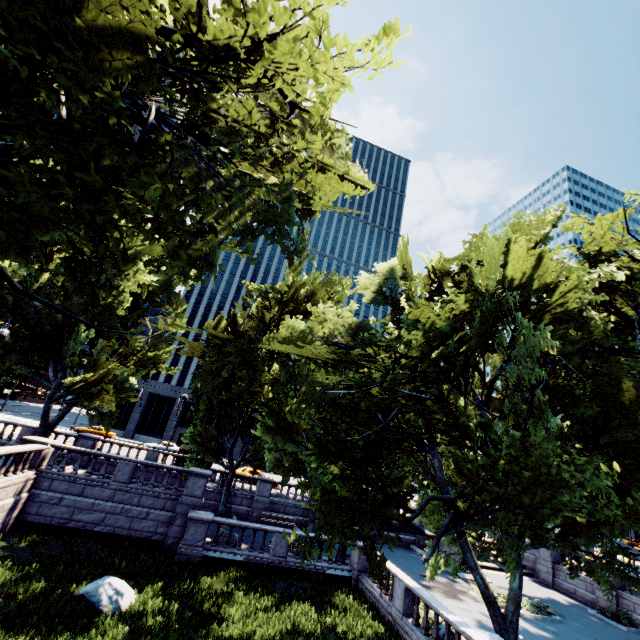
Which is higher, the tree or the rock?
the tree

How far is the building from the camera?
54.0m

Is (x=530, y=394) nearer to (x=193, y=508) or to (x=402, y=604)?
(x=402, y=604)

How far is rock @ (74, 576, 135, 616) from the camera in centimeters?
1162cm

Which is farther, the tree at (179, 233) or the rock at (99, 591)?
the rock at (99, 591)

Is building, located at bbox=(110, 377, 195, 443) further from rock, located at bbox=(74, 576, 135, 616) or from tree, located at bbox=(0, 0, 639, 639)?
rock, located at bbox=(74, 576, 135, 616)

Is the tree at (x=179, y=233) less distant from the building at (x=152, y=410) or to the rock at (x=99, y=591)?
the rock at (x=99, y=591)

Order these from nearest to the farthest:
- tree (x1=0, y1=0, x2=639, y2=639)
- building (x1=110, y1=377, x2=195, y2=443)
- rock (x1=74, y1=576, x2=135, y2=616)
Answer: tree (x1=0, y1=0, x2=639, y2=639) < rock (x1=74, y1=576, x2=135, y2=616) < building (x1=110, y1=377, x2=195, y2=443)
